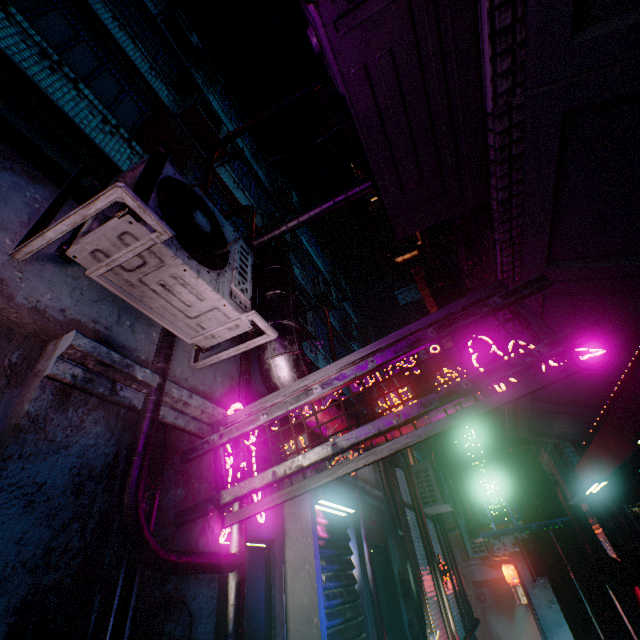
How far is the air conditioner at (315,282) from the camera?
11.3 meters

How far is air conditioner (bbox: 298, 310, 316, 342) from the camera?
7.7 meters

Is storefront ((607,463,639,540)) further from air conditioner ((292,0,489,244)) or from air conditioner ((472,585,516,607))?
air conditioner ((472,585,516,607))

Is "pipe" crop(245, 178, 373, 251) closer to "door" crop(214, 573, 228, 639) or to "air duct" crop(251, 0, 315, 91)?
"door" crop(214, 573, 228, 639)

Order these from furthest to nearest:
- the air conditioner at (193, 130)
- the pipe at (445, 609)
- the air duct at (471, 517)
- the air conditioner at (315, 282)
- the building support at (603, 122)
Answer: the air conditioner at (315, 282) → the air duct at (471, 517) → the air conditioner at (193, 130) → the pipe at (445, 609) → the building support at (603, 122)

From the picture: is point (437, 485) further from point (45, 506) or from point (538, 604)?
point (45, 506)

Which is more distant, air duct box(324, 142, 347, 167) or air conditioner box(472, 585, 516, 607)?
air conditioner box(472, 585, 516, 607)

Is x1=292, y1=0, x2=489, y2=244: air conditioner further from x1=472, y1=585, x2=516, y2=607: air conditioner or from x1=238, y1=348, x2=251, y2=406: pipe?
x1=472, y1=585, x2=516, y2=607: air conditioner
